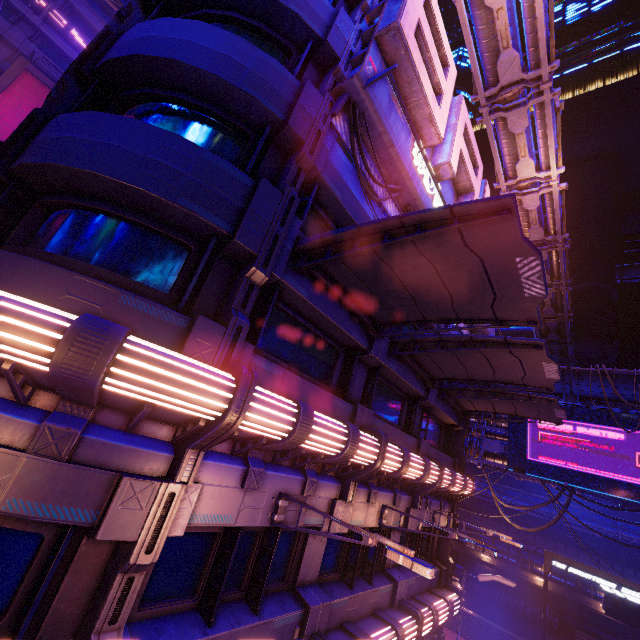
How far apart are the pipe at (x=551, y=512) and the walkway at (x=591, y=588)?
2.8 meters

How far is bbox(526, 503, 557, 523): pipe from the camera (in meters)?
33.16

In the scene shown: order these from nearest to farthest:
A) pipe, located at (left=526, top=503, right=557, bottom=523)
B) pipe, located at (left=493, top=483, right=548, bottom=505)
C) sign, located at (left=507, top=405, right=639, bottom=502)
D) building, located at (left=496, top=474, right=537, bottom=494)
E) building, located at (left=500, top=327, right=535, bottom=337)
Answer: sign, located at (left=507, top=405, right=639, bottom=502) → pipe, located at (left=526, top=503, right=557, bottom=523) → pipe, located at (left=493, top=483, right=548, bottom=505) → building, located at (left=496, top=474, right=537, bottom=494) → building, located at (left=500, top=327, right=535, bottom=337)

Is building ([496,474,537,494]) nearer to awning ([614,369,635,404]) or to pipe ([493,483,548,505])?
pipe ([493,483,548,505])

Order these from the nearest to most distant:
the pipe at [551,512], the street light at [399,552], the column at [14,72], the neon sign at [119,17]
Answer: the street light at [399,552]
the neon sign at [119,17]
the column at [14,72]
the pipe at [551,512]

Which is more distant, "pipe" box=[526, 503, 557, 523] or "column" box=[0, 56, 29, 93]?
"pipe" box=[526, 503, 557, 523]

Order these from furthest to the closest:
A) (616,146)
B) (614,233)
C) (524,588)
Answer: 1. (614,233)
2. (616,146)
3. (524,588)

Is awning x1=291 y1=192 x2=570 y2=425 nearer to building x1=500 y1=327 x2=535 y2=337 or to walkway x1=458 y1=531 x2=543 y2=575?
walkway x1=458 y1=531 x2=543 y2=575
